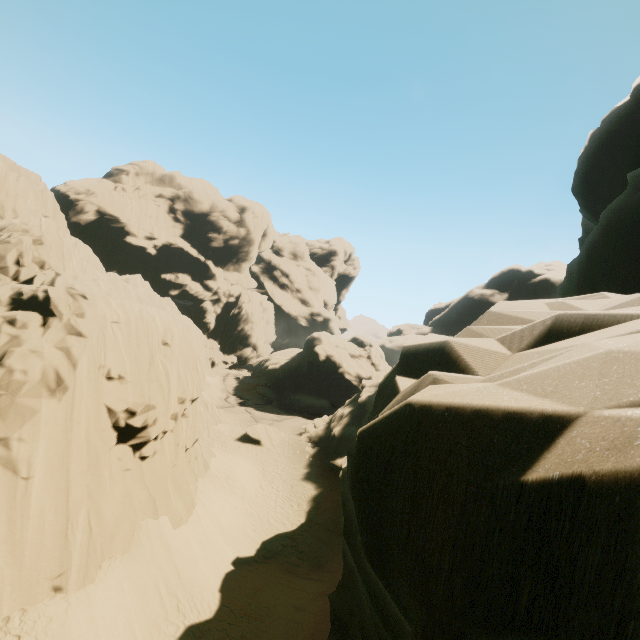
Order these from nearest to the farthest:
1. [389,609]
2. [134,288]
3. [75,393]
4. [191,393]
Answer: [389,609]
[75,393]
[191,393]
[134,288]

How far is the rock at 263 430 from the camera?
30.86m

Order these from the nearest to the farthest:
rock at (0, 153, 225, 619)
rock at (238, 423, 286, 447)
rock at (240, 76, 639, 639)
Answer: rock at (240, 76, 639, 639) < rock at (0, 153, 225, 619) < rock at (238, 423, 286, 447)

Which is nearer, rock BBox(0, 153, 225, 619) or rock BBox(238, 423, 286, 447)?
rock BBox(0, 153, 225, 619)

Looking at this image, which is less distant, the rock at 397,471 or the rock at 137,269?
the rock at 397,471

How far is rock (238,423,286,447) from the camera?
30.9 meters
